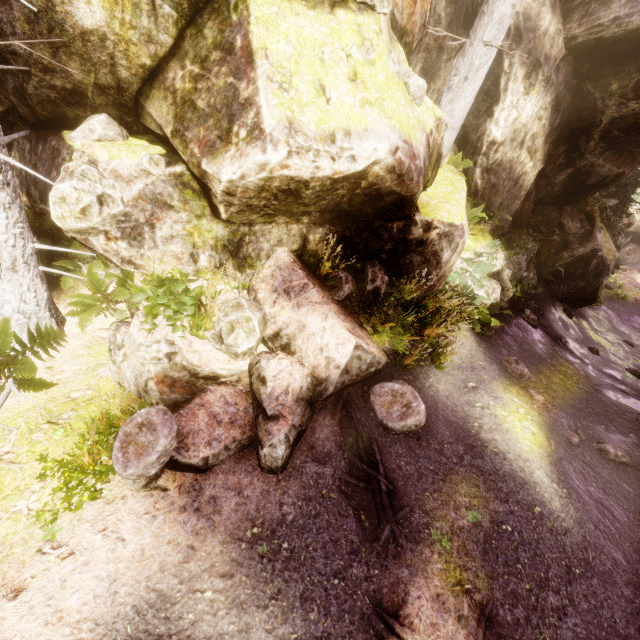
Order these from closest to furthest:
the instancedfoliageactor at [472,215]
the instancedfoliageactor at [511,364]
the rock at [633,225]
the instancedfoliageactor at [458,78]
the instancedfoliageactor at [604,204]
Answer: the instancedfoliageactor at [458,78], the instancedfoliageactor at [511,364], the instancedfoliageactor at [472,215], the instancedfoliageactor at [604,204], the rock at [633,225]

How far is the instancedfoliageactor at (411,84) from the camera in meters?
5.2

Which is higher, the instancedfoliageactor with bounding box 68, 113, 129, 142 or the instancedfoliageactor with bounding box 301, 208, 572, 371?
the instancedfoliageactor with bounding box 68, 113, 129, 142

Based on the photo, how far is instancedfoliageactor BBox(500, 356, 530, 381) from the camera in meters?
8.4

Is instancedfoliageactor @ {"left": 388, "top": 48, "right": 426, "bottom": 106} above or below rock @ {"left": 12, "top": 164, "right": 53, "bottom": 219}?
above

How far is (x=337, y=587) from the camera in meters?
3.8

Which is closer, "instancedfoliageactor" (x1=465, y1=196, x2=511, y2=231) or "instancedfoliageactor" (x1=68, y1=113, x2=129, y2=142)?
"instancedfoliageactor" (x1=68, y1=113, x2=129, y2=142)

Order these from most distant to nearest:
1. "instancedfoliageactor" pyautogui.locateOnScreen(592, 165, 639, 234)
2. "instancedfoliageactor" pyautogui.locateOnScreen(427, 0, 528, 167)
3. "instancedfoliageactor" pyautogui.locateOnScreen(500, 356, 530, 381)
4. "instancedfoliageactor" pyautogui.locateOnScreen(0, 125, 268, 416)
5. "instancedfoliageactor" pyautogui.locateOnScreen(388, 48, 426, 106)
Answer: "instancedfoliageactor" pyautogui.locateOnScreen(592, 165, 639, 234), "instancedfoliageactor" pyautogui.locateOnScreen(500, 356, 530, 381), "instancedfoliageactor" pyautogui.locateOnScreen(427, 0, 528, 167), "instancedfoliageactor" pyautogui.locateOnScreen(388, 48, 426, 106), "instancedfoliageactor" pyautogui.locateOnScreen(0, 125, 268, 416)
